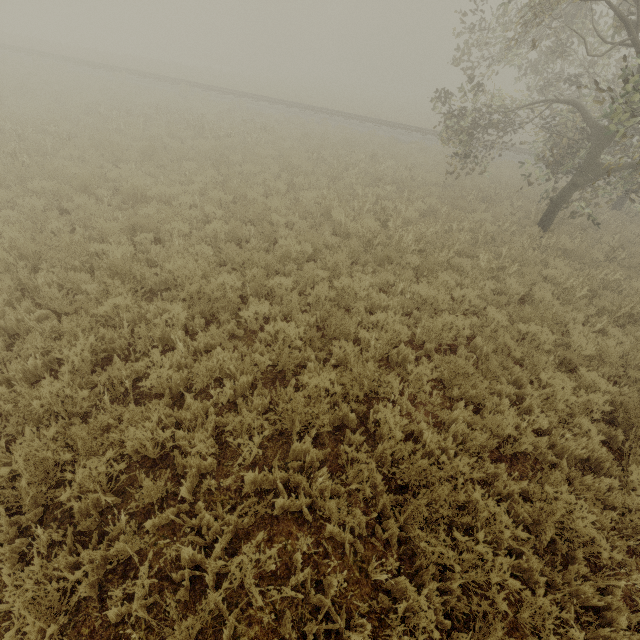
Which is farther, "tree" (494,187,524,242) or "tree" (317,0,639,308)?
"tree" (494,187,524,242)

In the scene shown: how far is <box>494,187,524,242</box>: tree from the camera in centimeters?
1023cm

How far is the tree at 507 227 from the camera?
10.23m

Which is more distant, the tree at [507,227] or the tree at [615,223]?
the tree at [507,227]

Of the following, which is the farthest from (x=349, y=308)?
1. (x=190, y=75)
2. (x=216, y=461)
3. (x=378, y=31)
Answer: (x=378, y=31)
